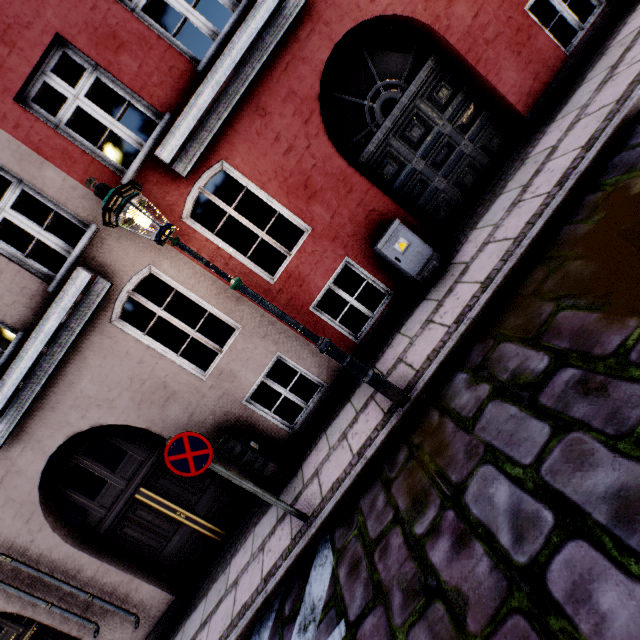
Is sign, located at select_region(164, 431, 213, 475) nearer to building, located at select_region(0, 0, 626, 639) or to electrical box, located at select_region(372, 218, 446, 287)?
building, located at select_region(0, 0, 626, 639)

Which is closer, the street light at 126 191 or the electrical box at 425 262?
the street light at 126 191

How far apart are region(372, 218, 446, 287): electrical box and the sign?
3.58m

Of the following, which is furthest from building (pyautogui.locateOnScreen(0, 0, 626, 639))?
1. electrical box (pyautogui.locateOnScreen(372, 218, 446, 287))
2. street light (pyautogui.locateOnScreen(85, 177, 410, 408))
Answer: street light (pyautogui.locateOnScreen(85, 177, 410, 408))

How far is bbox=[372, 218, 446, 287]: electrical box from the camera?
5.0m

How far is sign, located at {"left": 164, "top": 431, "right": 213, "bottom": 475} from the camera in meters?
3.7

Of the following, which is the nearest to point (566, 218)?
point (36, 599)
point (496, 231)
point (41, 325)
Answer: point (496, 231)

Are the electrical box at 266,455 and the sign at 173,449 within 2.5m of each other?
yes
